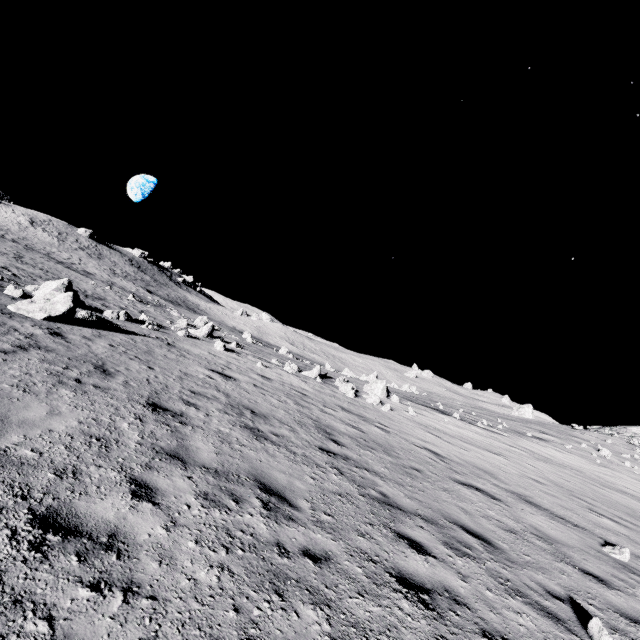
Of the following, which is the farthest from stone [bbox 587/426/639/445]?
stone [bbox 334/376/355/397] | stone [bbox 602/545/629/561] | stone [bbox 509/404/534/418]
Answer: stone [bbox 602/545/629/561]

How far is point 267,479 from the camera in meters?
5.5

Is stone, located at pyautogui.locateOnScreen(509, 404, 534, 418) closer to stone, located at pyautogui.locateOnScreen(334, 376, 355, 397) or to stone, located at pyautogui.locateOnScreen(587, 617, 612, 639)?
stone, located at pyautogui.locateOnScreen(334, 376, 355, 397)

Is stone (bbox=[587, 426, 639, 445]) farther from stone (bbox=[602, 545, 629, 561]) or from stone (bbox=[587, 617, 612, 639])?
stone (bbox=[587, 617, 612, 639])

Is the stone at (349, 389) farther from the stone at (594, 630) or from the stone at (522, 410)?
the stone at (522, 410)

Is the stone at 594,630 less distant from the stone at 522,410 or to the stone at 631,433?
the stone at 631,433

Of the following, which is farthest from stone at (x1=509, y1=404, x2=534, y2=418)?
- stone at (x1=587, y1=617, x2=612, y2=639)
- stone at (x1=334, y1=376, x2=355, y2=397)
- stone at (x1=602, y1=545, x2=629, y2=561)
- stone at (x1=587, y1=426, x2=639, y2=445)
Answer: stone at (x1=587, y1=617, x2=612, y2=639)
